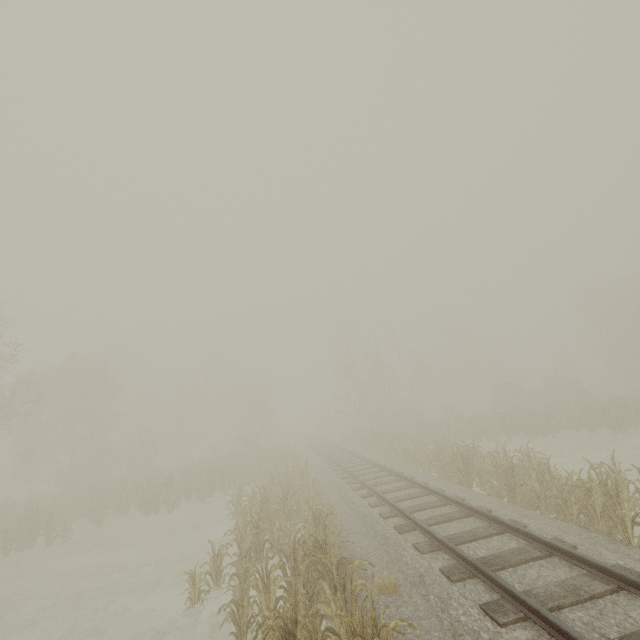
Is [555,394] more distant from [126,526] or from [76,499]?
[76,499]
